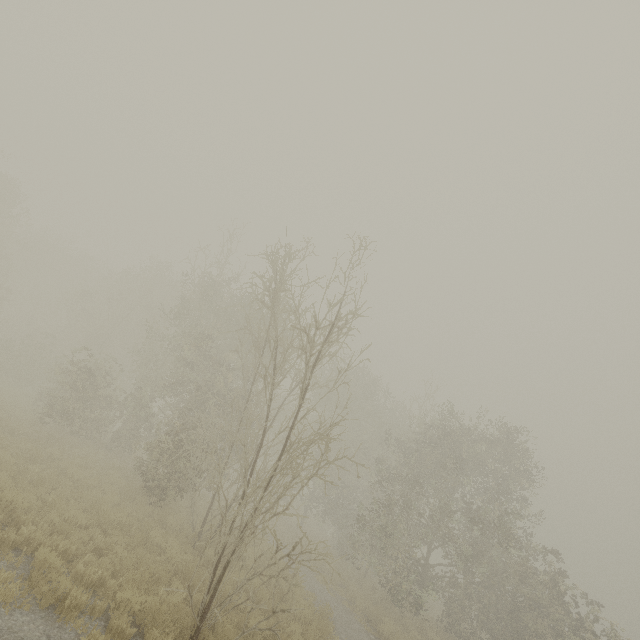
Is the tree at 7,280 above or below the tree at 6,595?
above

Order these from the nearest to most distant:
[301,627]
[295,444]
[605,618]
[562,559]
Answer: [301,627], [605,618], [295,444], [562,559]

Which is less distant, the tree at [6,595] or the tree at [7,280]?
the tree at [6,595]

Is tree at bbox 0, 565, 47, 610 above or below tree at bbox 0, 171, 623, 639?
below

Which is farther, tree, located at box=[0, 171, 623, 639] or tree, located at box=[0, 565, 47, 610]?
tree, located at box=[0, 171, 623, 639]
